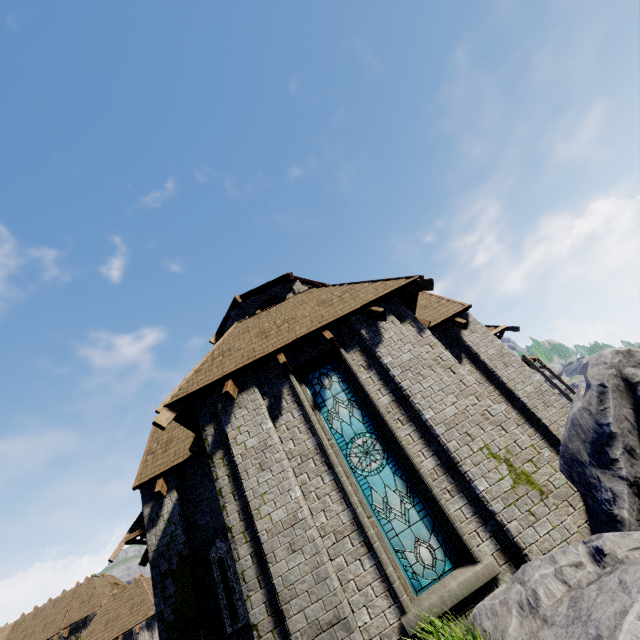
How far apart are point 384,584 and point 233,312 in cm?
1126

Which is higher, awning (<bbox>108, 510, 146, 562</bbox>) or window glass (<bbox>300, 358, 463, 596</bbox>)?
awning (<bbox>108, 510, 146, 562</bbox>)

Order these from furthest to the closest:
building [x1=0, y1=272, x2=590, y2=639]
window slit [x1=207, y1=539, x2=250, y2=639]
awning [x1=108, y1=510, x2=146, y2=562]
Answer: awning [x1=108, y1=510, x2=146, y2=562]
window slit [x1=207, y1=539, x2=250, y2=639]
building [x1=0, y1=272, x2=590, y2=639]

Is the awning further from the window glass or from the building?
the window glass

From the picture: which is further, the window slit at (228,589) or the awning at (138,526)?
the awning at (138,526)

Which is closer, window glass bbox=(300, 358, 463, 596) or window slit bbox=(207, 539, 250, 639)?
window glass bbox=(300, 358, 463, 596)

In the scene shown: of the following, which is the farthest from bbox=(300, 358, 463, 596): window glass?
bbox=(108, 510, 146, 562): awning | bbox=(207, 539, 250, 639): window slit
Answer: bbox=(108, 510, 146, 562): awning

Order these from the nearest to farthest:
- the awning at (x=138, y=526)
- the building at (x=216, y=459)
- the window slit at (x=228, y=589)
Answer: the building at (x=216, y=459)
the window slit at (x=228, y=589)
the awning at (x=138, y=526)
